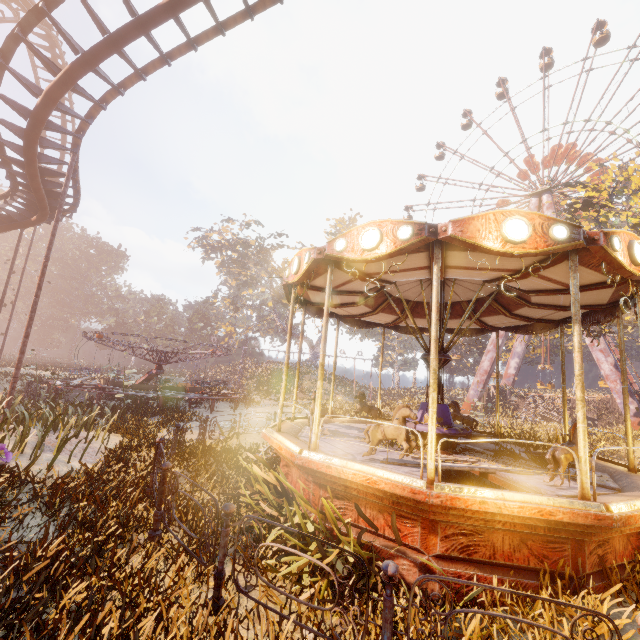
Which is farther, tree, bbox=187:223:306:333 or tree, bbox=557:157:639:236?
tree, bbox=187:223:306:333

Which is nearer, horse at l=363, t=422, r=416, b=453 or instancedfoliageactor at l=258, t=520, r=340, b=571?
instancedfoliageactor at l=258, t=520, r=340, b=571

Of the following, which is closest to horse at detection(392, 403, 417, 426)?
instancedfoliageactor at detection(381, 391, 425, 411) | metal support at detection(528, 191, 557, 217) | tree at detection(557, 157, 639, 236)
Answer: tree at detection(557, 157, 639, 236)

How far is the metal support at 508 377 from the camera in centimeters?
4147cm

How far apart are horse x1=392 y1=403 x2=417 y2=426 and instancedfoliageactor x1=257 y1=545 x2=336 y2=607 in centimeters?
110cm

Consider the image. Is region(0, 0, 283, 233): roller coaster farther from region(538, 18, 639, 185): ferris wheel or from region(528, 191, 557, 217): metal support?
→ region(528, 191, 557, 217): metal support

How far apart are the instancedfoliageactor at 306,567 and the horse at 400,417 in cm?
110

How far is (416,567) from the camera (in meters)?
4.22
